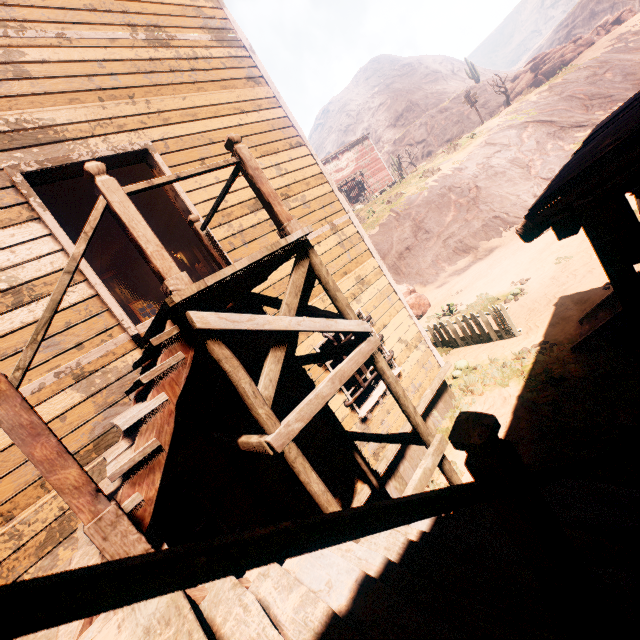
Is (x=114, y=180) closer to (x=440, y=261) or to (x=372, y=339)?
(x=372, y=339)

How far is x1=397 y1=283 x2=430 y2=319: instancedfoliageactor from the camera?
14.5m

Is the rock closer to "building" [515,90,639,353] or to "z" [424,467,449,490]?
"z" [424,467,449,490]

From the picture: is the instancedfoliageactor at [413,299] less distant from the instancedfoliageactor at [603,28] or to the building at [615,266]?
the building at [615,266]

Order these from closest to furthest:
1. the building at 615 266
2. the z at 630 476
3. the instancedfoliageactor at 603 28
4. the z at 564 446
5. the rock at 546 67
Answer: the building at 615 266, the z at 630 476, the z at 564 446, the rock at 546 67, the instancedfoliageactor at 603 28

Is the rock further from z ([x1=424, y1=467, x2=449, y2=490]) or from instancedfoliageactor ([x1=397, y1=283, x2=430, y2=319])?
instancedfoliageactor ([x1=397, y1=283, x2=430, y2=319])

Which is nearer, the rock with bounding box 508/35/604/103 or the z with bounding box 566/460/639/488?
the z with bounding box 566/460/639/488

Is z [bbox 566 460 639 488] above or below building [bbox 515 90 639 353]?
below
